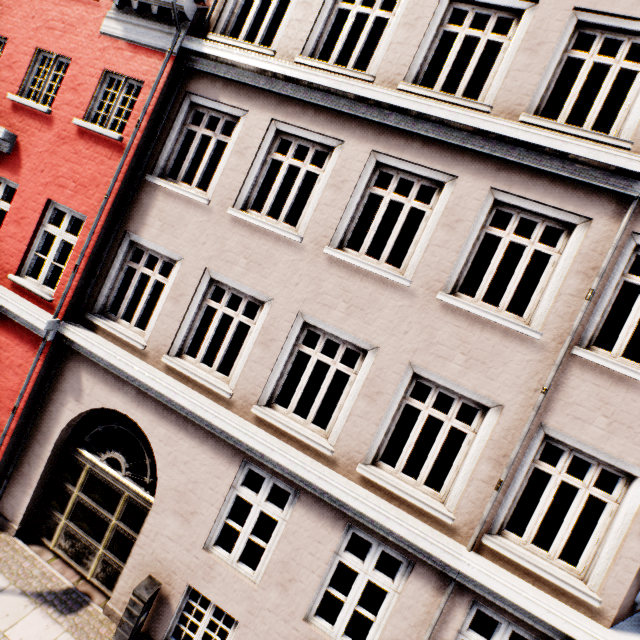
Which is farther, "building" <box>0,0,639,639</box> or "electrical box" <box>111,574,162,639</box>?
"electrical box" <box>111,574,162,639</box>

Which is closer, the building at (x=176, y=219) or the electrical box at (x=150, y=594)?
the building at (x=176, y=219)

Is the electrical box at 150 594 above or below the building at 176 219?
below

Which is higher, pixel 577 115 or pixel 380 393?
pixel 577 115

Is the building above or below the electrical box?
above
